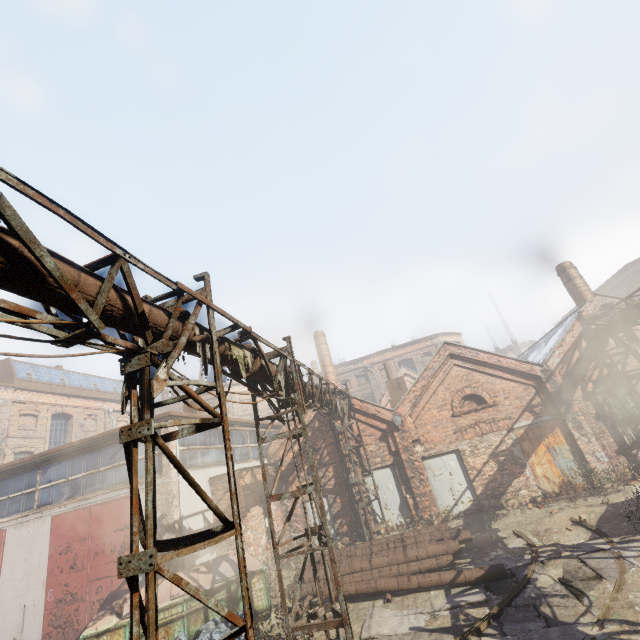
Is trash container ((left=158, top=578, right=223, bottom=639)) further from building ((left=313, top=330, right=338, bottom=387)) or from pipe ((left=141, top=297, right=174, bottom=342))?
building ((left=313, top=330, right=338, bottom=387))

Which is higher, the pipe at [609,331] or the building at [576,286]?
the building at [576,286]

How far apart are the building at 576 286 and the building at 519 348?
29.9 meters

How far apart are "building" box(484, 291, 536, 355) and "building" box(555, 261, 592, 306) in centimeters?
2992cm

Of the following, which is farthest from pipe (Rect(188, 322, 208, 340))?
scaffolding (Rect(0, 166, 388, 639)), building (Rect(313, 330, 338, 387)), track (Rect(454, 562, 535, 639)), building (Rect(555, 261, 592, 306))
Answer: building (Rect(313, 330, 338, 387))

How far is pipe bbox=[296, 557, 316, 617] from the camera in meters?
9.3

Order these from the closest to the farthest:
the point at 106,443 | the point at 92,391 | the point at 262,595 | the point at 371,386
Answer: the point at 262,595 < the point at 106,443 < the point at 92,391 < the point at 371,386

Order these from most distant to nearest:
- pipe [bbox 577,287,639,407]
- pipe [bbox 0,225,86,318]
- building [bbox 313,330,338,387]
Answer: building [bbox 313,330,338,387] → pipe [bbox 577,287,639,407] → pipe [bbox 0,225,86,318]
